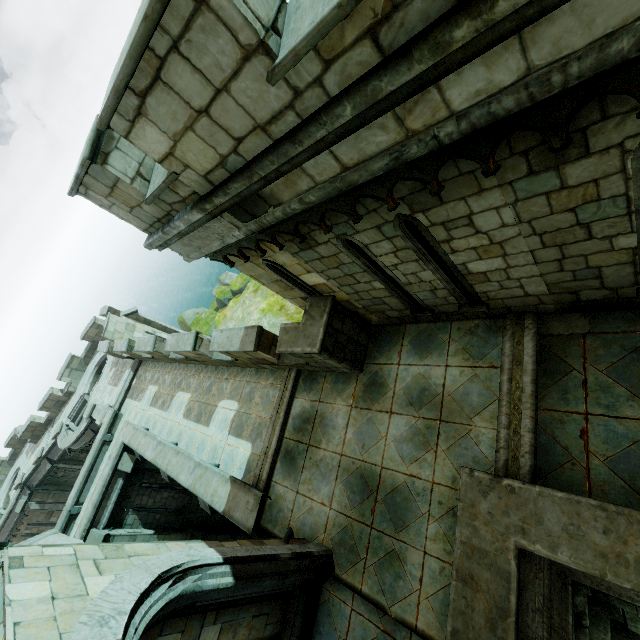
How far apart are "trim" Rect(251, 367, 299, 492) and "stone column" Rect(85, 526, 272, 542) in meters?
10.0 m

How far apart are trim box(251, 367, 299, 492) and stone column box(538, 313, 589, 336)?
5.48m

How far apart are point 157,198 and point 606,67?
4.8m

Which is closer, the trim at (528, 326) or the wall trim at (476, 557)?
the wall trim at (476, 557)

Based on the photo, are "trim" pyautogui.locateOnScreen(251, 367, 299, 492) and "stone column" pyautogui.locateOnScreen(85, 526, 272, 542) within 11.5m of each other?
yes

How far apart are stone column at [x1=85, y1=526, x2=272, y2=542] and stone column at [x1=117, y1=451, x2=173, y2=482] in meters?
2.2

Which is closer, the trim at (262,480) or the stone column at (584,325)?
the stone column at (584,325)

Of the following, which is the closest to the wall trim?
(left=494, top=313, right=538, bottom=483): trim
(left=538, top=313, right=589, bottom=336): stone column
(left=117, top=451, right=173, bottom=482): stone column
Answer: (left=494, top=313, right=538, bottom=483): trim
